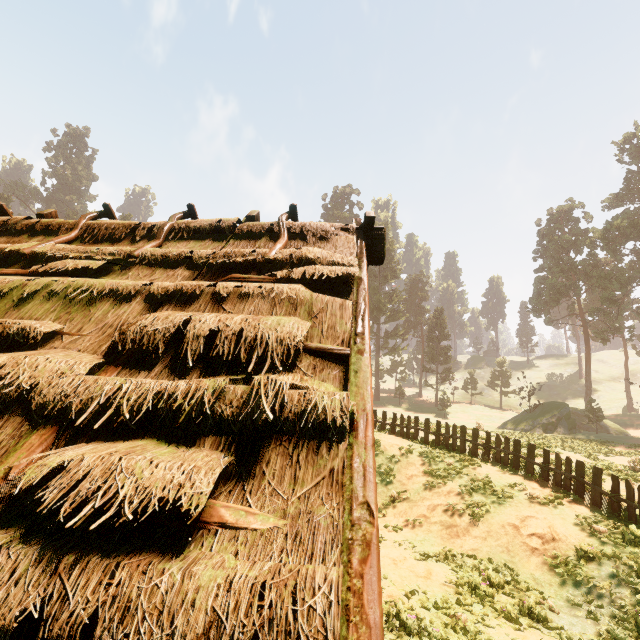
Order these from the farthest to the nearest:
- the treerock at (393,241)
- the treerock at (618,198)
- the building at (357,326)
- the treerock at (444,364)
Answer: the treerock at (393,241) < the treerock at (444,364) < the treerock at (618,198) < the building at (357,326)

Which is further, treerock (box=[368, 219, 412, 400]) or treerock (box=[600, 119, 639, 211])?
treerock (box=[368, 219, 412, 400])

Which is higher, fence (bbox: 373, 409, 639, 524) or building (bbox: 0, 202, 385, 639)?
building (bbox: 0, 202, 385, 639)

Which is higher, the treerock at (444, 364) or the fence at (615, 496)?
the treerock at (444, 364)

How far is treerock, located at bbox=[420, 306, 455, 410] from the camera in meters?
50.8 m

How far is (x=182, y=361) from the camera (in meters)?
2.75
